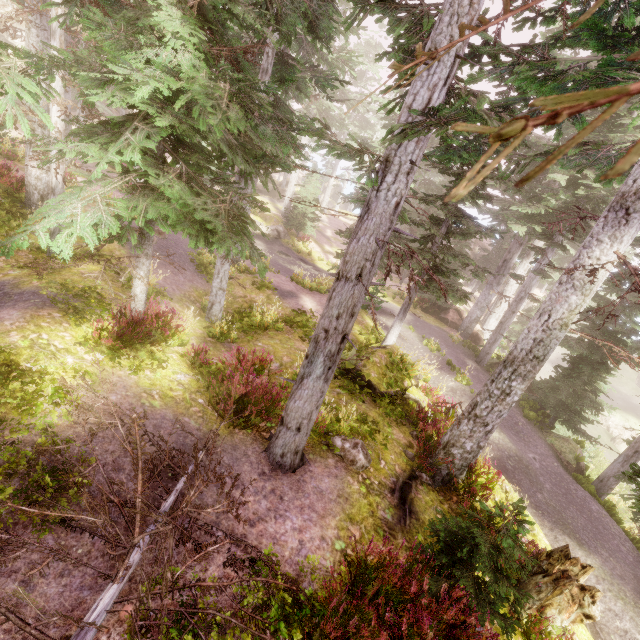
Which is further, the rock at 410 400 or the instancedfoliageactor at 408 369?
the rock at 410 400

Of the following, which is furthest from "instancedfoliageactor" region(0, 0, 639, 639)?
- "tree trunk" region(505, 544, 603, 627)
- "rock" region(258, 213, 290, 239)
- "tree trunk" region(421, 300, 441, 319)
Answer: "tree trunk" region(505, 544, 603, 627)

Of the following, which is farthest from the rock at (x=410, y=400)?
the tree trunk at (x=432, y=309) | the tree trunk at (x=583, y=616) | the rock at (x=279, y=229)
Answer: the rock at (x=279, y=229)

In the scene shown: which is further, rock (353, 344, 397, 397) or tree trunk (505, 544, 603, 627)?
rock (353, 344, 397, 397)

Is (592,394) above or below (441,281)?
below

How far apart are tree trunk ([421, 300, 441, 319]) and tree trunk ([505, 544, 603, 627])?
19.0m

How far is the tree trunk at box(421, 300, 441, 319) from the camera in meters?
24.7 m

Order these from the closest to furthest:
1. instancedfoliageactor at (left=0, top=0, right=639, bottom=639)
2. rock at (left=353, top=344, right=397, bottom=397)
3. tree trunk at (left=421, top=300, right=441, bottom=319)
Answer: instancedfoliageactor at (left=0, top=0, right=639, bottom=639)
rock at (left=353, top=344, right=397, bottom=397)
tree trunk at (left=421, top=300, right=441, bottom=319)
